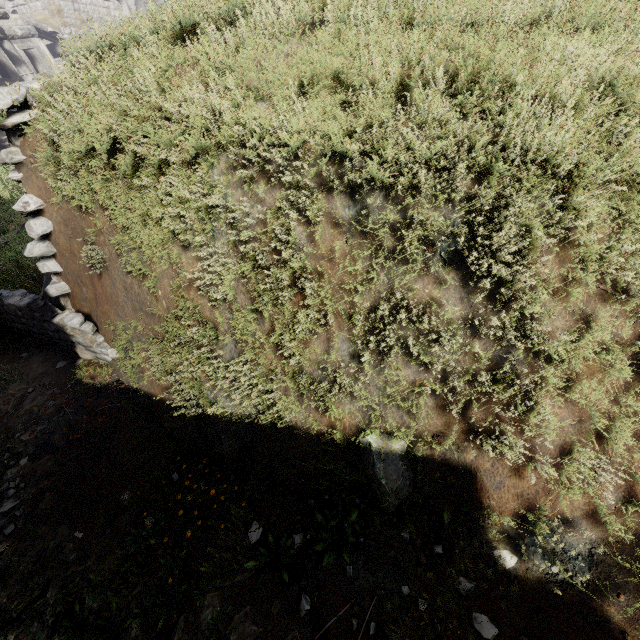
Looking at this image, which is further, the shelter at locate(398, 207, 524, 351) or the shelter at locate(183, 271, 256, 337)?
the shelter at locate(183, 271, 256, 337)

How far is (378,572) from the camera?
2.20m

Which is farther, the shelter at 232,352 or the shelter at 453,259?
the shelter at 232,352

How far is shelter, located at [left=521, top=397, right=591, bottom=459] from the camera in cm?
215

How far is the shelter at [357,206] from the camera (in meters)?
2.42
